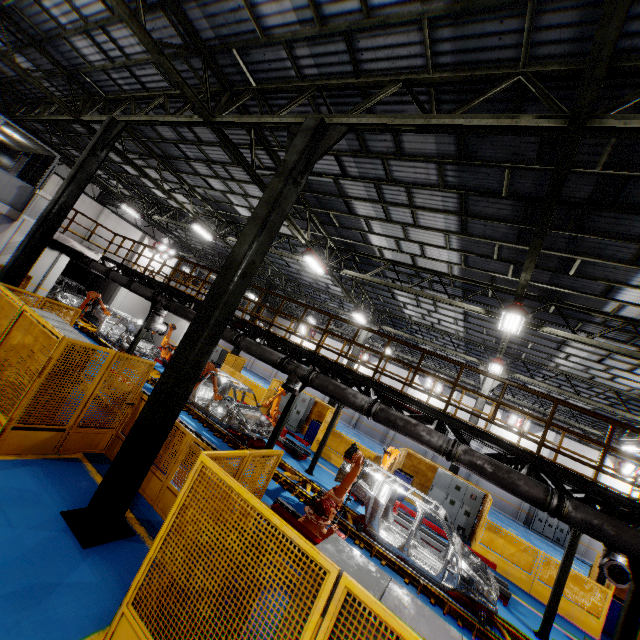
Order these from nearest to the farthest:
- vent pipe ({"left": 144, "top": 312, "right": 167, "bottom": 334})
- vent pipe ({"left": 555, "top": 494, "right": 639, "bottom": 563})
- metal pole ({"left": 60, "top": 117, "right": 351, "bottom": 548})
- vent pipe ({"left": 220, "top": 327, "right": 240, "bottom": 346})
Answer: metal pole ({"left": 60, "top": 117, "right": 351, "bottom": 548})
vent pipe ({"left": 555, "top": 494, "right": 639, "bottom": 563})
vent pipe ({"left": 220, "top": 327, "right": 240, "bottom": 346})
vent pipe ({"left": 144, "top": 312, "right": 167, "bottom": 334})

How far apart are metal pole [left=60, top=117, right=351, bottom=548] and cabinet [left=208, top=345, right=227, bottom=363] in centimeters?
1737cm

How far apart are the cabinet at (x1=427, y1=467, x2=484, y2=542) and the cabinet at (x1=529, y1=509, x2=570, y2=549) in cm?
1640

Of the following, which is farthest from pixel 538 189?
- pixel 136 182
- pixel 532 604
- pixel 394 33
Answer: pixel 136 182

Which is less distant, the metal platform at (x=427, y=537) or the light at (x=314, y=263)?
the metal platform at (x=427, y=537)

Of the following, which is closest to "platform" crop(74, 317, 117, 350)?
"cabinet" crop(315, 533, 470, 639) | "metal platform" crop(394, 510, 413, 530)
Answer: "metal platform" crop(394, 510, 413, 530)

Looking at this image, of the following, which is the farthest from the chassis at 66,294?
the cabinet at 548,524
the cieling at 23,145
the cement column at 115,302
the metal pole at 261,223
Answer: the cabinet at 548,524

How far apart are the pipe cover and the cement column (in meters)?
26.14
